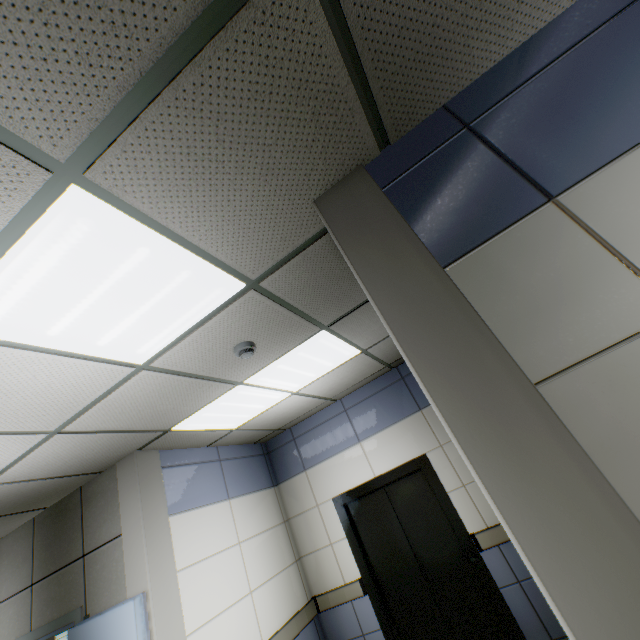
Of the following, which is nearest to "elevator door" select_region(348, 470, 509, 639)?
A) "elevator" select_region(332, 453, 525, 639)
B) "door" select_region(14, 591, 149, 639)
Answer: "elevator" select_region(332, 453, 525, 639)

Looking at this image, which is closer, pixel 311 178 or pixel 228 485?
pixel 311 178

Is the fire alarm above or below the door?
above

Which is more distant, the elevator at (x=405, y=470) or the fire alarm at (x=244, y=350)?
the elevator at (x=405, y=470)

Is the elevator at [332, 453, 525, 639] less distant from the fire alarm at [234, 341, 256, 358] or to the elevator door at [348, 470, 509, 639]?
the elevator door at [348, 470, 509, 639]

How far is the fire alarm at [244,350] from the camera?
2.4 meters
